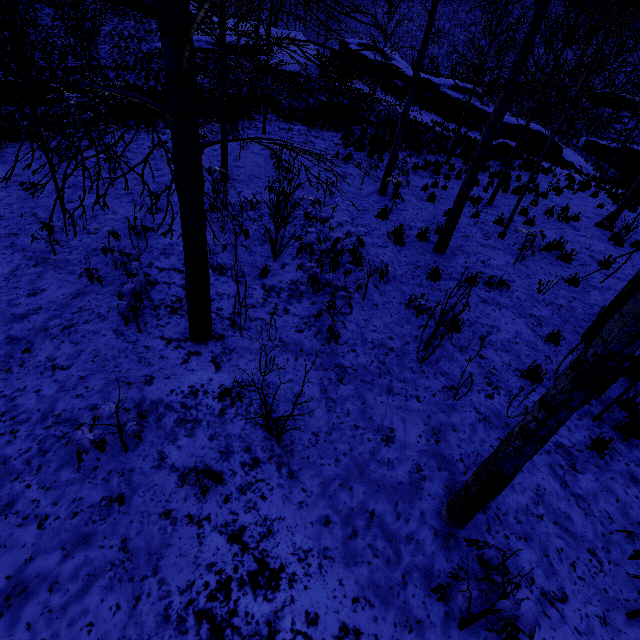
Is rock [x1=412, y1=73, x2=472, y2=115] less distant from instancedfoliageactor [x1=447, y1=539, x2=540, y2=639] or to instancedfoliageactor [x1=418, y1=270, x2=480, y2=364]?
instancedfoliageactor [x1=418, y1=270, x2=480, y2=364]

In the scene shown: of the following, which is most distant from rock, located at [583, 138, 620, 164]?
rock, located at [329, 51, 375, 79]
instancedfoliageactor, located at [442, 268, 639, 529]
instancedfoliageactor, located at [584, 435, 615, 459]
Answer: instancedfoliageactor, located at [442, 268, 639, 529]

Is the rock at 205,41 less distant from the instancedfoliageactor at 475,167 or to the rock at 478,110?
the rock at 478,110

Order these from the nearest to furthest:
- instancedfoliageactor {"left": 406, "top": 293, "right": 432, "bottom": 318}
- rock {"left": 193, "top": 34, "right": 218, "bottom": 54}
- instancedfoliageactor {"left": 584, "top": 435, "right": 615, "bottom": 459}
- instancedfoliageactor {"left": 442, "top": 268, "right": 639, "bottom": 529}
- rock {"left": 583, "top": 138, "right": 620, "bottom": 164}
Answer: instancedfoliageactor {"left": 442, "top": 268, "right": 639, "bottom": 529} < instancedfoliageactor {"left": 584, "top": 435, "right": 615, "bottom": 459} < instancedfoliageactor {"left": 406, "top": 293, "right": 432, "bottom": 318} < rock {"left": 583, "top": 138, "right": 620, "bottom": 164} < rock {"left": 193, "top": 34, "right": 218, "bottom": 54}

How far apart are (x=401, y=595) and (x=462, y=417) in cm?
221

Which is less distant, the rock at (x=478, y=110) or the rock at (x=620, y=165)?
the rock at (x=478, y=110)

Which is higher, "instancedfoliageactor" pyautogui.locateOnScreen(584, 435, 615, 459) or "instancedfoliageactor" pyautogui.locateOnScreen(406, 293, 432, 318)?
"instancedfoliageactor" pyautogui.locateOnScreen(406, 293, 432, 318)

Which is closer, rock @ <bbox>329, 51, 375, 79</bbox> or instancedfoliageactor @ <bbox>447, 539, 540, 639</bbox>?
instancedfoliageactor @ <bbox>447, 539, 540, 639</bbox>
